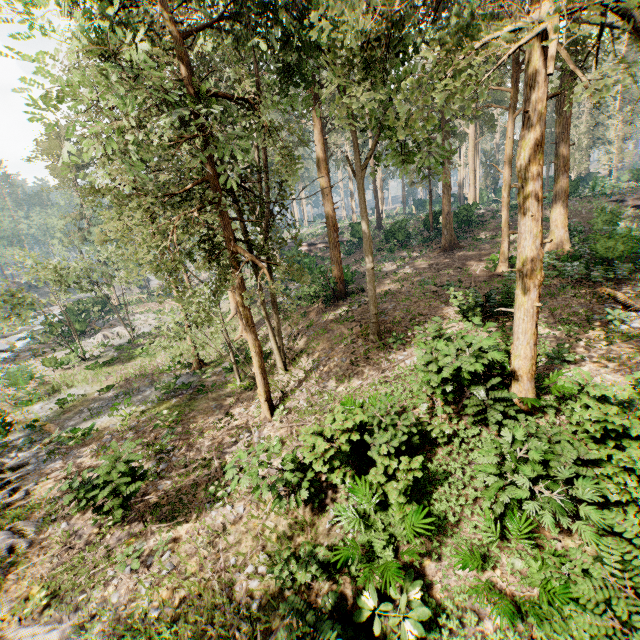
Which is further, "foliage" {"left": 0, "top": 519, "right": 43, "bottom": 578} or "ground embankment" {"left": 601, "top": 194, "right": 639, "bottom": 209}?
"ground embankment" {"left": 601, "top": 194, "right": 639, "bottom": 209}

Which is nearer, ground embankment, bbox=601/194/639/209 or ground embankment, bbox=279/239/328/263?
ground embankment, bbox=601/194/639/209

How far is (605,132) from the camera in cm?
4919

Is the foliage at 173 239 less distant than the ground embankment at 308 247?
Yes

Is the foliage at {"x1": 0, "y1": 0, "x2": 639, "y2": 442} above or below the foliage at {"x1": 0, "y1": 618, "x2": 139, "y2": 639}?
above

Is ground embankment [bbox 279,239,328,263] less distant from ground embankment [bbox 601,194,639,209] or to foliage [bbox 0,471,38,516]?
foliage [bbox 0,471,38,516]
